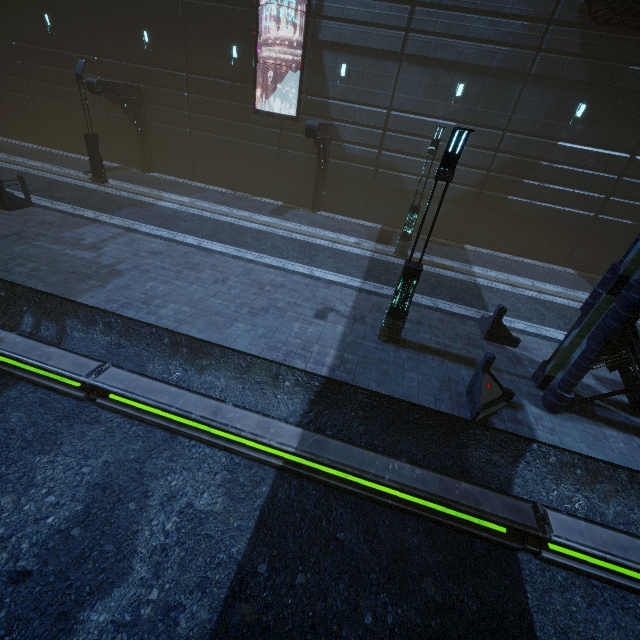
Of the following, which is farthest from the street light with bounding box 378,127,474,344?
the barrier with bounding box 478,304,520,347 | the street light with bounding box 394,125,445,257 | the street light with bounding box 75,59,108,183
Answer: the street light with bounding box 75,59,108,183

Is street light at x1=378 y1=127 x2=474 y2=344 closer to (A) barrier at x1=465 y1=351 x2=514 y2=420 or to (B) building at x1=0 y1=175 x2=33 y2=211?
(A) barrier at x1=465 y1=351 x2=514 y2=420

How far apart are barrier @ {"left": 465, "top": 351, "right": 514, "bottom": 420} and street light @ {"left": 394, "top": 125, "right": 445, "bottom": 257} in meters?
8.8 m

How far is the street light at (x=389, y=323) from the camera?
6.7m

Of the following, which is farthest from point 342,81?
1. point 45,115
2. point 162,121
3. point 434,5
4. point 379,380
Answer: point 45,115

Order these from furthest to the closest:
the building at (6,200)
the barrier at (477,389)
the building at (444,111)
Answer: the building at (444,111), the building at (6,200), the barrier at (477,389)

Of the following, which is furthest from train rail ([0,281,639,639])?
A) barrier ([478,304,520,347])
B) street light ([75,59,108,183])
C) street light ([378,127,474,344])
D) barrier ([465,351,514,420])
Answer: street light ([75,59,108,183])

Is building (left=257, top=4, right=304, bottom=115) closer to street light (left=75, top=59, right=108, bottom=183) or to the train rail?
the train rail
